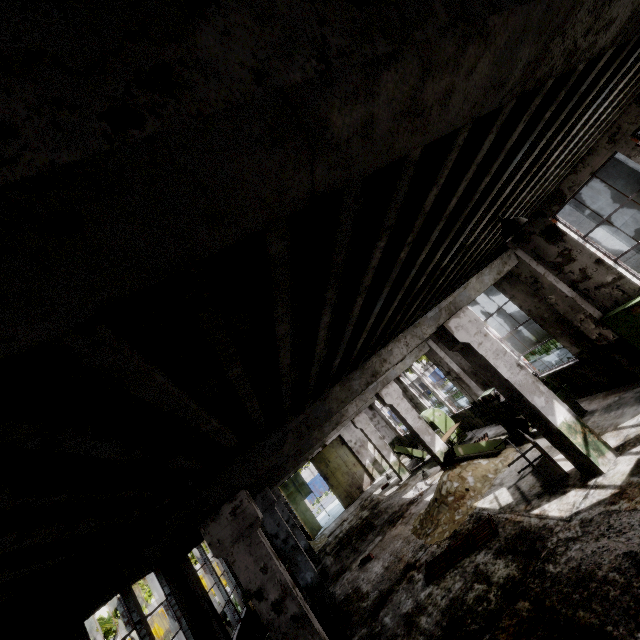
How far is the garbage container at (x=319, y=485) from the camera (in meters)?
39.28

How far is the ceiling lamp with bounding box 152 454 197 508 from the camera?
2.9 meters

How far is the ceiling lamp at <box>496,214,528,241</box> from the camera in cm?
486

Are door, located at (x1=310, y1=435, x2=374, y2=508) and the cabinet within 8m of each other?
no

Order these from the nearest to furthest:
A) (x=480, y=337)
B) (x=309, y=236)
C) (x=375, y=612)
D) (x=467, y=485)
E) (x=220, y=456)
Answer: (x=309, y=236), (x=220, y=456), (x=480, y=337), (x=375, y=612), (x=467, y=485)

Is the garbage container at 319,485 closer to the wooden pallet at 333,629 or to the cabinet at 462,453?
the wooden pallet at 333,629

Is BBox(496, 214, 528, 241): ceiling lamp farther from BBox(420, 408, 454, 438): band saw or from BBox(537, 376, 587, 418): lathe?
BBox(420, 408, 454, 438): band saw

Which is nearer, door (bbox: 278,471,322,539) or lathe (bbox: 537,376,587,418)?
lathe (bbox: 537,376,587,418)
